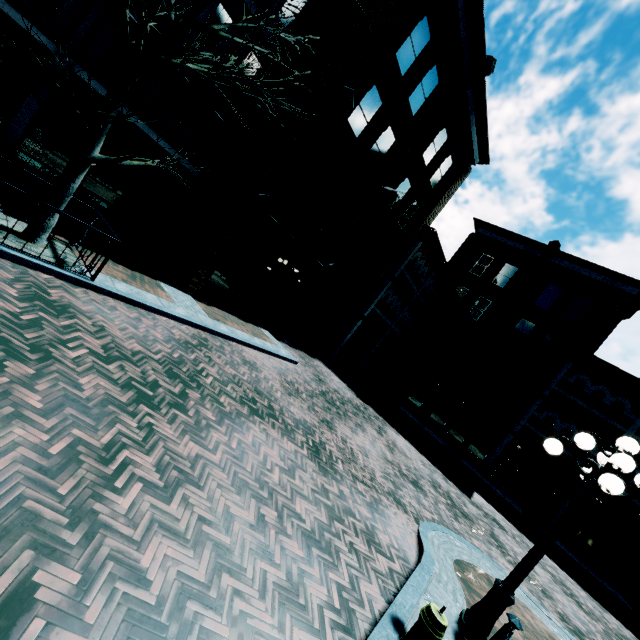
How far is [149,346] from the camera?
6.2 meters

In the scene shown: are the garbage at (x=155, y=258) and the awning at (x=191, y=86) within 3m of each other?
no

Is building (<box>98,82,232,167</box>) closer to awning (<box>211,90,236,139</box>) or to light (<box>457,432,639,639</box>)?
awning (<box>211,90,236,139</box>)

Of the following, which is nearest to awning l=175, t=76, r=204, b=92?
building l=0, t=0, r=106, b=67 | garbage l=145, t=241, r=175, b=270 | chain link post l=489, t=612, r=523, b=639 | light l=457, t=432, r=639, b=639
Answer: building l=0, t=0, r=106, b=67

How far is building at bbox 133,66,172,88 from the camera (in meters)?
10.41

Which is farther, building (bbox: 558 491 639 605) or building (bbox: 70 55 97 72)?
building (bbox: 558 491 639 605)

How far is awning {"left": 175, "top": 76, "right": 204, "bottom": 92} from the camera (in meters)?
10.36

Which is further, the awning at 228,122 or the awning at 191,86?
the awning at 228,122
